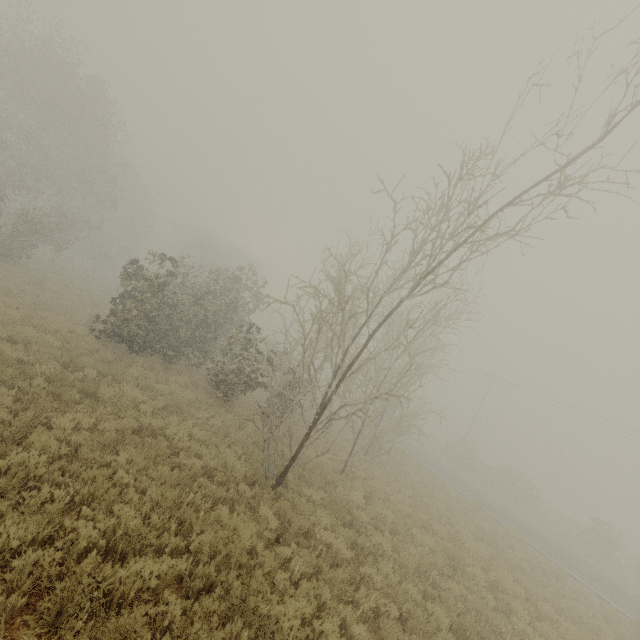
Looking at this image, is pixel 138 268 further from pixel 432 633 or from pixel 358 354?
pixel 432 633
